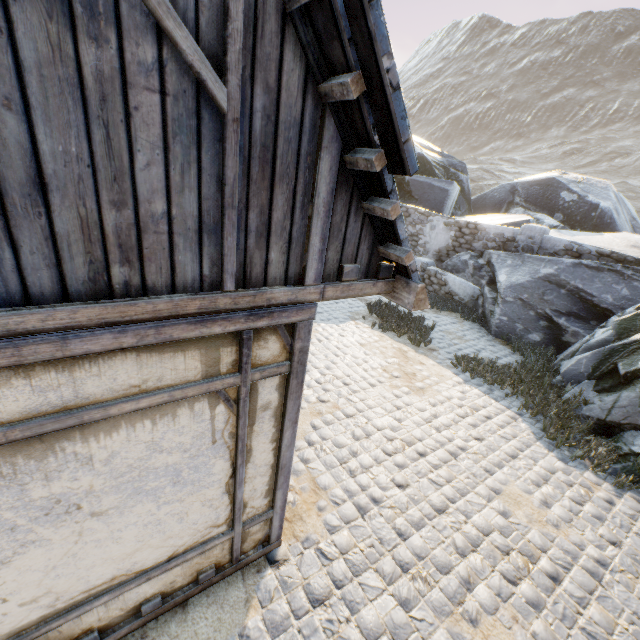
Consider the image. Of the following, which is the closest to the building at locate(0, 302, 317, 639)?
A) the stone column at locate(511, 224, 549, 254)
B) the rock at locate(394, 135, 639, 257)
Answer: the rock at locate(394, 135, 639, 257)

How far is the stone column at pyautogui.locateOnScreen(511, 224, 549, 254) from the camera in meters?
10.4 m

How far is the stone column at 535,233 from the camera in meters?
10.4 m

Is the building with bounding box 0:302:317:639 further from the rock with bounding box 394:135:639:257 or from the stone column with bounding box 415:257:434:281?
the stone column with bounding box 415:257:434:281

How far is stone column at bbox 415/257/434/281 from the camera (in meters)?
12.93

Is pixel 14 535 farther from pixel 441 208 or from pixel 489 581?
pixel 441 208

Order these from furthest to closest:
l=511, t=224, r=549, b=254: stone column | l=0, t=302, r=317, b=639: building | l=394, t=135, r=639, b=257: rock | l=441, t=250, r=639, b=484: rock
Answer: l=394, t=135, r=639, b=257: rock, l=511, t=224, r=549, b=254: stone column, l=441, t=250, r=639, b=484: rock, l=0, t=302, r=317, b=639: building

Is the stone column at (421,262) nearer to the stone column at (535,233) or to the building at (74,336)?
the stone column at (535,233)
